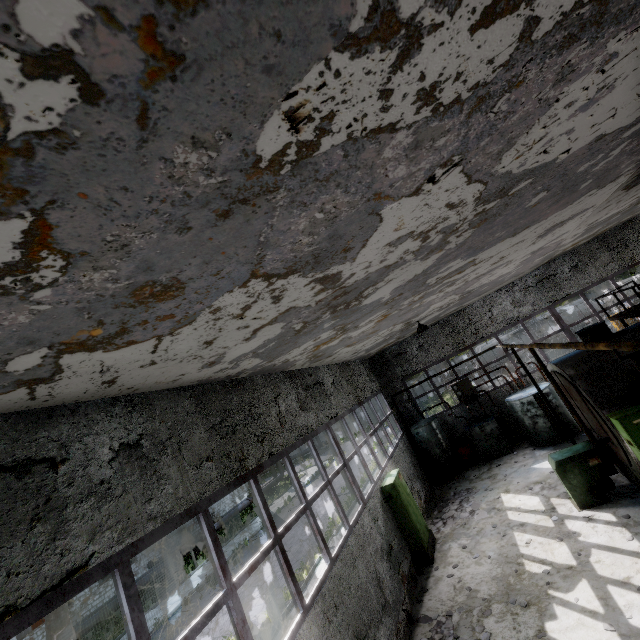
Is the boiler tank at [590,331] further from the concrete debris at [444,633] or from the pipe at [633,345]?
the pipe at [633,345]

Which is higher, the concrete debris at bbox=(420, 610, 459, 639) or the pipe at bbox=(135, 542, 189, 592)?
the pipe at bbox=(135, 542, 189, 592)

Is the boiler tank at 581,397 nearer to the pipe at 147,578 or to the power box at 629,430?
the power box at 629,430

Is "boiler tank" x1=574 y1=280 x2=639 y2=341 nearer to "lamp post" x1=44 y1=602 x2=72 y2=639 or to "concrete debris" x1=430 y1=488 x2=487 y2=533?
"concrete debris" x1=430 y1=488 x2=487 y2=533

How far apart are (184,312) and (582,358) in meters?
10.3 m

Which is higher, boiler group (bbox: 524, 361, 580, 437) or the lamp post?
the lamp post

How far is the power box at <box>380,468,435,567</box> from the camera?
9.9 meters
